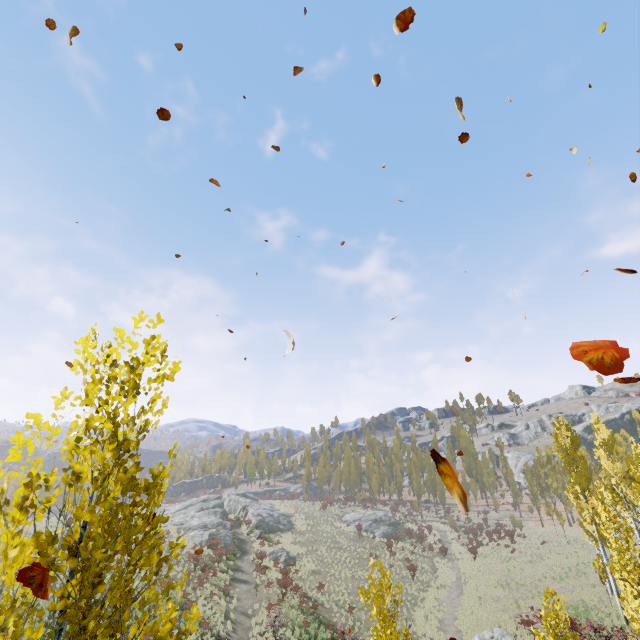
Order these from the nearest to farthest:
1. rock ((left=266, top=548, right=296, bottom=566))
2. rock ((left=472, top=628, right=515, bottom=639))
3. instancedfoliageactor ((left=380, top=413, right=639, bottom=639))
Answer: instancedfoliageactor ((left=380, top=413, right=639, bottom=639)), rock ((left=472, top=628, right=515, bottom=639)), rock ((left=266, top=548, right=296, bottom=566))

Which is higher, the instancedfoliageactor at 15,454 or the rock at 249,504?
the instancedfoliageactor at 15,454

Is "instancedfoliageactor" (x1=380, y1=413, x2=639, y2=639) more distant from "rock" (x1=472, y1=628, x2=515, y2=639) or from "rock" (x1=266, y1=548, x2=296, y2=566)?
"rock" (x1=266, y1=548, x2=296, y2=566)

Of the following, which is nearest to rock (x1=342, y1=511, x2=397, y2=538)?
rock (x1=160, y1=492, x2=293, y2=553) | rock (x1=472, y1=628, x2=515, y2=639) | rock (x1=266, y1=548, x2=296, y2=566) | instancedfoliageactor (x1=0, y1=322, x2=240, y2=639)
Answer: instancedfoliageactor (x1=0, y1=322, x2=240, y2=639)

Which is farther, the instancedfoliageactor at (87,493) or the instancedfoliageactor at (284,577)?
the instancedfoliageactor at (284,577)

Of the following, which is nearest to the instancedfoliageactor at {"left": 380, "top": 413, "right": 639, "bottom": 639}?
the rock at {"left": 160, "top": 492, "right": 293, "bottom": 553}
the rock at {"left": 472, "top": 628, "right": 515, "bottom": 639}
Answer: the rock at {"left": 472, "top": 628, "right": 515, "bottom": 639}

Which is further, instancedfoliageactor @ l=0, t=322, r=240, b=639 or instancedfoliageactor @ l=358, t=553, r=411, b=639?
instancedfoliageactor @ l=358, t=553, r=411, b=639

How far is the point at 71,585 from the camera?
2.3 meters
